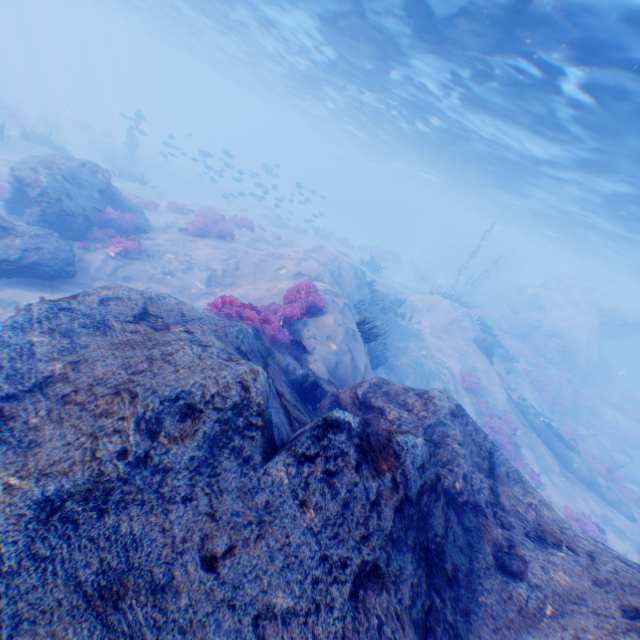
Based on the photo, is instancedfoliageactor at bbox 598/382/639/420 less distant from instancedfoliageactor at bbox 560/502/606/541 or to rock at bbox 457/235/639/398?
rock at bbox 457/235/639/398

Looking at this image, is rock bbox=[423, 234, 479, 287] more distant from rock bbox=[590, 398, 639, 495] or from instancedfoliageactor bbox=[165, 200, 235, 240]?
instancedfoliageactor bbox=[165, 200, 235, 240]

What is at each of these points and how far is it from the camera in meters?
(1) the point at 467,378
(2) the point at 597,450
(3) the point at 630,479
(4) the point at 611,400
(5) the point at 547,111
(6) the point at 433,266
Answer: (1) instancedfoliageactor, 16.6 m
(2) plane, 18.1 m
(3) rock, 20.2 m
(4) instancedfoliageactor, 25.0 m
(5) light, 13.4 m
(6) rock, 52.1 m

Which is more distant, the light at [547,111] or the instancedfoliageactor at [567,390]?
the instancedfoliageactor at [567,390]

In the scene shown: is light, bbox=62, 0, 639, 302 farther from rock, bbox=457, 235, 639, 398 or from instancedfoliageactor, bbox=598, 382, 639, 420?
instancedfoliageactor, bbox=598, 382, 639, 420

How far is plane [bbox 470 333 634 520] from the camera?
14.3m

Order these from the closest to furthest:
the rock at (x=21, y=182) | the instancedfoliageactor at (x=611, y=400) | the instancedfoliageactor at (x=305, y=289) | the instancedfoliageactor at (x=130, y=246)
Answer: the instancedfoliageactor at (x=305, y=289) → the rock at (x=21, y=182) → the instancedfoliageactor at (x=130, y=246) → the instancedfoliageactor at (x=611, y=400)
